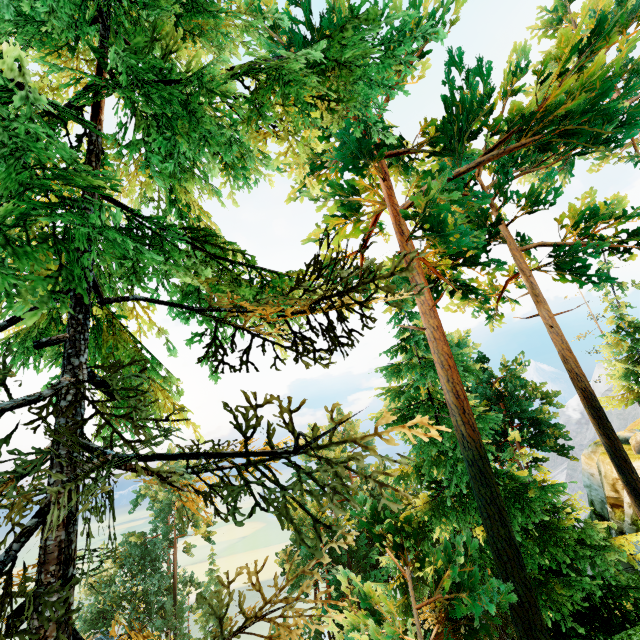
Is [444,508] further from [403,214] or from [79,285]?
[79,285]
